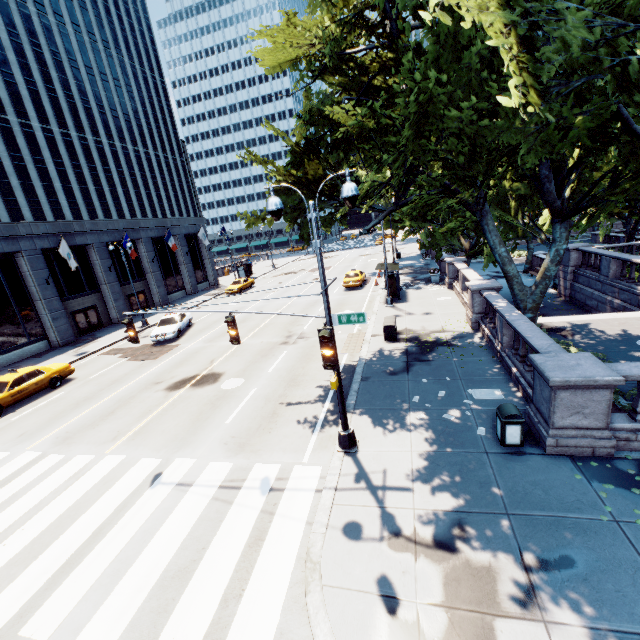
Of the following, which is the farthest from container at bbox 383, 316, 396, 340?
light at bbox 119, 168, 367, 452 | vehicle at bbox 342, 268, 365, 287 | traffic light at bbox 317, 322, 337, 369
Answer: vehicle at bbox 342, 268, 365, 287

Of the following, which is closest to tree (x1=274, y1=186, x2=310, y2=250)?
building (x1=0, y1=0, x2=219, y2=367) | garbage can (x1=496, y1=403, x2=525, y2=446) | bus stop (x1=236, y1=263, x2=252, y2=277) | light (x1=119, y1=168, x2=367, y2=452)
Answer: light (x1=119, y1=168, x2=367, y2=452)

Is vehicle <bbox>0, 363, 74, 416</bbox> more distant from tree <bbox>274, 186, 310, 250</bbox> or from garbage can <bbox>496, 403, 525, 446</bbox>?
garbage can <bbox>496, 403, 525, 446</bbox>

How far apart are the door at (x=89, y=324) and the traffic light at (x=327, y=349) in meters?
30.6 m

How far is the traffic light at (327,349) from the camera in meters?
6.1 m

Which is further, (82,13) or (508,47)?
(82,13)

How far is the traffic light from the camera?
6.08m

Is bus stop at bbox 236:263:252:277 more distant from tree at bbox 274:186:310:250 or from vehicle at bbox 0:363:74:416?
vehicle at bbox 0:363:74:416
